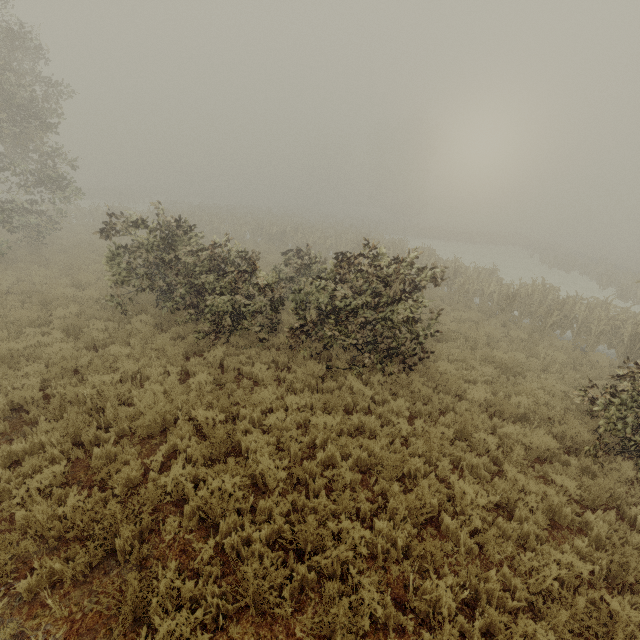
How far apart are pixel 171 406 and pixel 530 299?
15.6m
